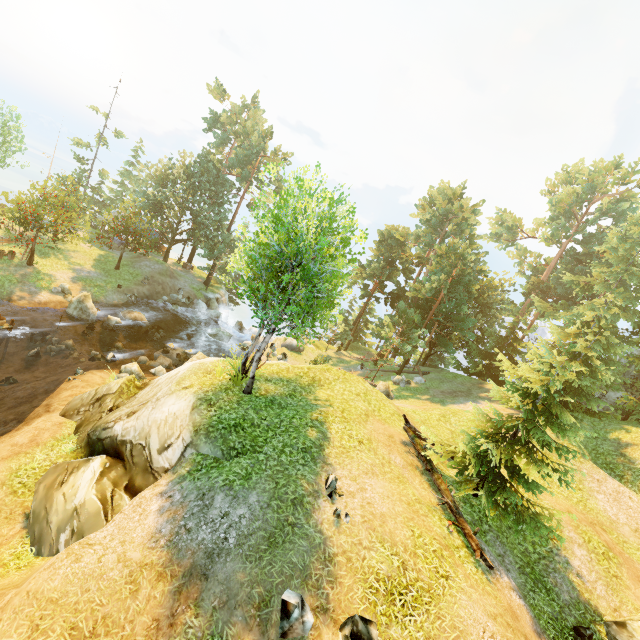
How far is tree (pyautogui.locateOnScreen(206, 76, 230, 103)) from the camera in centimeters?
4019cm

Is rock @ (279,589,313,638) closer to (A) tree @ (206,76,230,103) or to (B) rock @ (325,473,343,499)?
(B) rock @ (325,473,343,499)

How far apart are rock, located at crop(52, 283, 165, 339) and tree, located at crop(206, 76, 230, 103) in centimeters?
3077cm

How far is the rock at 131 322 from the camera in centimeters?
2491cm

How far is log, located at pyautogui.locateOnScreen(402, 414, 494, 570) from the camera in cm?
934

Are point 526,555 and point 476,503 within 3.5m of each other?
yes

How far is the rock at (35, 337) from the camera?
21.5m

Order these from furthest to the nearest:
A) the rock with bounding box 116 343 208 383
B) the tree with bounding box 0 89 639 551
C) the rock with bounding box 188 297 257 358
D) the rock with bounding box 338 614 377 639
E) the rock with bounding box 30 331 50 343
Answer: the rock with bounding box 188 297 257 358
the rock with bounding box 30 331 50 343
the rock with bounding box 116 343 208 383
the tree with bounding box 0 89 639 551
the rock with bounding box 338 614 377 639
